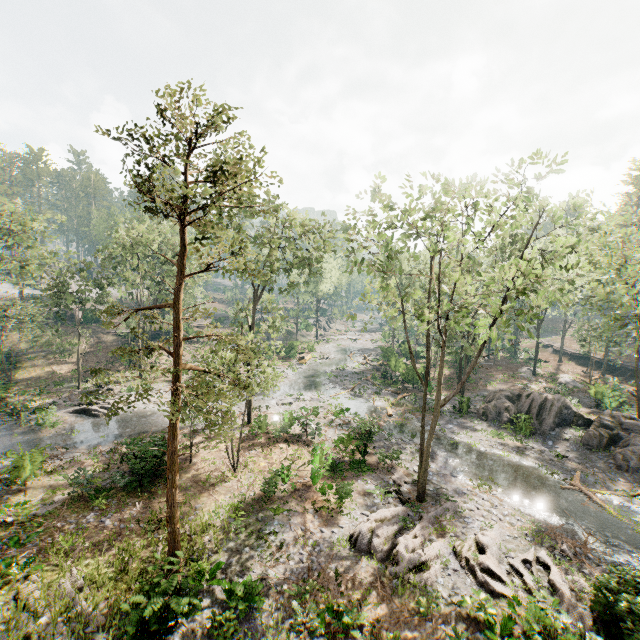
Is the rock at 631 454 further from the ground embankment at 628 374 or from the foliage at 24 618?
the ground embankment at 628 374

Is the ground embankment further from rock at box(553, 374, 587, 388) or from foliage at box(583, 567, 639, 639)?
rock at box(553, 374, 587, 388)

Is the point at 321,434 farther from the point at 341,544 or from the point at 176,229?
the point at 176,229

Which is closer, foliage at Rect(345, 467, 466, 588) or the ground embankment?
foliage at Rect(345, 467, 466, 588)

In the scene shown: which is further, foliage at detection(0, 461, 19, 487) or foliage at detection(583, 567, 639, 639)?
foliage at detection(0, 461, 19, 487)

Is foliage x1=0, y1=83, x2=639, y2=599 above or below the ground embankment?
above

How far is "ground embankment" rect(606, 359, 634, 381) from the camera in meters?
43.8

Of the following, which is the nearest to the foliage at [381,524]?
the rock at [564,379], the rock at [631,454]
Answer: the rock at [631,454]
